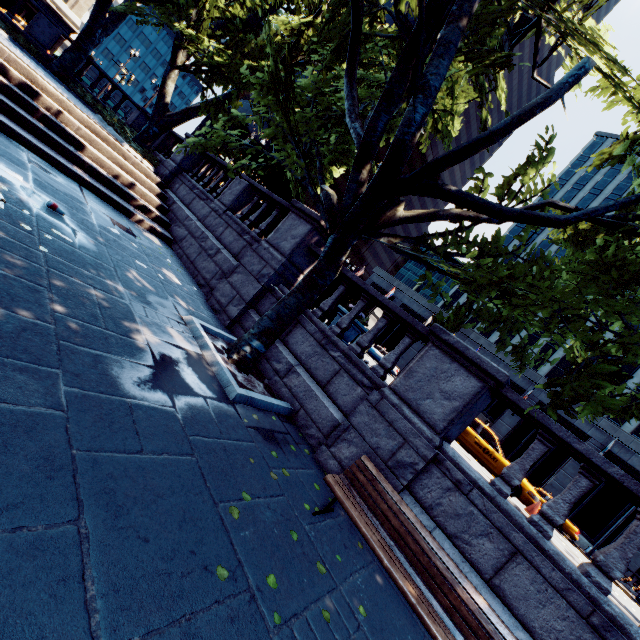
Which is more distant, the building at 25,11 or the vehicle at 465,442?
the building at 25,11

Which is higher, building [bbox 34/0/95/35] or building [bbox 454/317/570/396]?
building [bbox 454/317/570/396]

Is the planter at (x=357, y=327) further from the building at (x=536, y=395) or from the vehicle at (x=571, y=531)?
the building at (x=536, y=395)

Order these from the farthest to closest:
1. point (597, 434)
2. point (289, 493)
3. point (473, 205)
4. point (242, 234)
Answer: point (597, 434)
point (242, 234)
point (473, 205)
point (289, 493)

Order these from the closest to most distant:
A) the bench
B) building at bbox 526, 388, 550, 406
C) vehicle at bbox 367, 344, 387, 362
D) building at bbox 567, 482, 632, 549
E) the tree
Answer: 1. the bench
2. the tree
3. building at bbox 567, 482, 632, 549
4. vehicle at bbox 367, 344, 387, 362
5. building at bbox 526, 388, 550, 406

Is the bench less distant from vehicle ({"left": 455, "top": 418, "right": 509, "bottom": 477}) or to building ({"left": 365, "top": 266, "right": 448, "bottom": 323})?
vehicle ({"left": 455, "top": 418, "right": 509, "bottom": 477})

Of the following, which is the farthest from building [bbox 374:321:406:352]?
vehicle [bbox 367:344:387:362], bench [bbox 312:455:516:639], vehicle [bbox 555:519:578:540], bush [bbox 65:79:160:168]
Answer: bench [bbox 312:455:516:639]

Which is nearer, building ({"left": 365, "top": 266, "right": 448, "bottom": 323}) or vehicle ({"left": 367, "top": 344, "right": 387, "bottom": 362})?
vehicle ({"left": 367, "top": 344, "right": 387, "bottom": 362})
